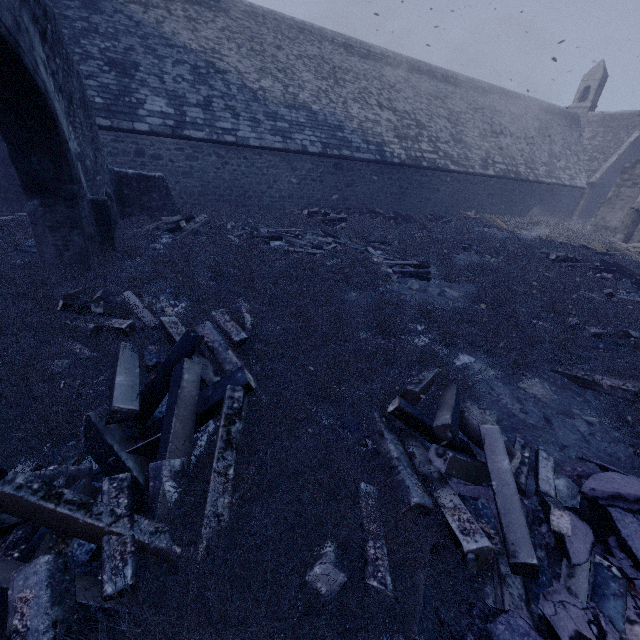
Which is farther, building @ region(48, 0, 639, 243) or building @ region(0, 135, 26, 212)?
building @ region(48, 0, 639, 243)

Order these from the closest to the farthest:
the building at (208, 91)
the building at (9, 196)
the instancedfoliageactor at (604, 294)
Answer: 1. the instancedfoliageactor at (604, 294)
2. the building at (9, 196)
3. the building at (208, 91)

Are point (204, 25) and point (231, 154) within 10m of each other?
yes

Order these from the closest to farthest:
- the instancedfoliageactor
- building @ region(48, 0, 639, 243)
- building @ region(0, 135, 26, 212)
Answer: the instancedfoliageactor, building @ region(0, 135, 26, 212), building @ region(48, 0, 639, 243)

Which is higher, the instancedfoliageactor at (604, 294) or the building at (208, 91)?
the building at (208, 91)

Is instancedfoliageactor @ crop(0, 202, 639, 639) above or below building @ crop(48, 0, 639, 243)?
below

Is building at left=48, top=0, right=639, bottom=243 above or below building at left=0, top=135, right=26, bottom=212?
above

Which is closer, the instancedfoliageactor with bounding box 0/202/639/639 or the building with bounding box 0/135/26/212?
the instancedfoliageactor with bounding box 0/202/639/639
